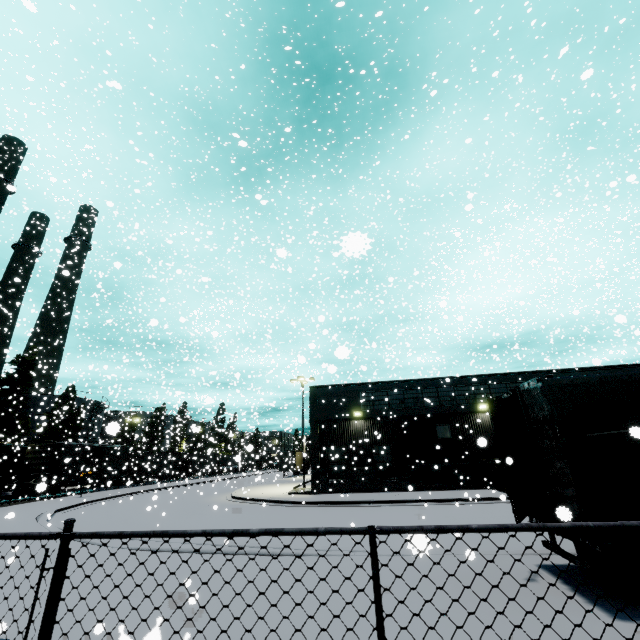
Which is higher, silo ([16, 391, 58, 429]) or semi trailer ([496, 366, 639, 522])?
silo ([16, 391, 58, 429])

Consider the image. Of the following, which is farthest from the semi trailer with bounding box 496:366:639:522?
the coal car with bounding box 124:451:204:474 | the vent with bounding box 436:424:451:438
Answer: the vent with bounding box 436:424:451:438

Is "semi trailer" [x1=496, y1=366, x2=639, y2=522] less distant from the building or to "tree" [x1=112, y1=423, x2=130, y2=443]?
the building

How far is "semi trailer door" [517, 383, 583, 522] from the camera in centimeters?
556cm

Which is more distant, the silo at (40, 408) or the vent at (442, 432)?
the silo at (40, 408)

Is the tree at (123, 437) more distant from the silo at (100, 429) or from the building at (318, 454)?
the building at (318, 454)

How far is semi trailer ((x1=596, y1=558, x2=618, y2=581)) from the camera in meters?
5.1

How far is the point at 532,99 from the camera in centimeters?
3397cm
